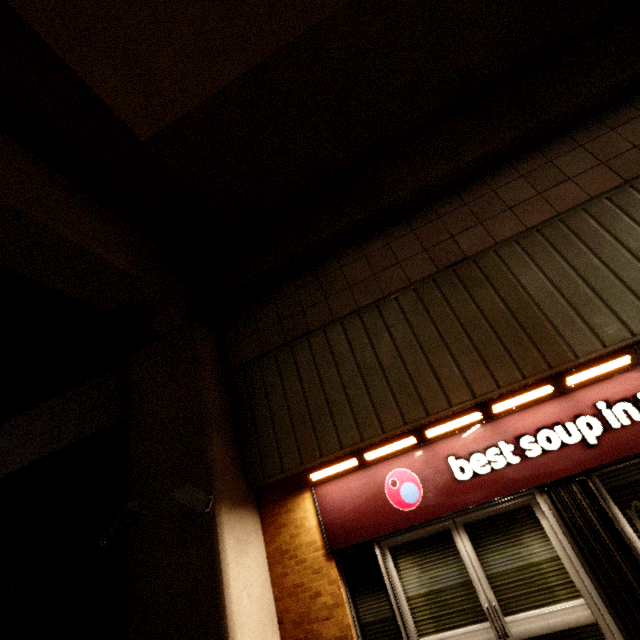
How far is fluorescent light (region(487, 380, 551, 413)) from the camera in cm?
366

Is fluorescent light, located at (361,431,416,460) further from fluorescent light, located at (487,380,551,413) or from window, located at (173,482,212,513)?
window, located at (173,482,212,513)

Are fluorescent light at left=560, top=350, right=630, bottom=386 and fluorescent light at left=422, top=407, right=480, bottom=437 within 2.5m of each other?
yes

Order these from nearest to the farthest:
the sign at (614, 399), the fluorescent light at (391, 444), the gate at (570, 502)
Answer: the gate at (570, 502) → the sign at (614, 399) → the fluorescent light at (391, 444)

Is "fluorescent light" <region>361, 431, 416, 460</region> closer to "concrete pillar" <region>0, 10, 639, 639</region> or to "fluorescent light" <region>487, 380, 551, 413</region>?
"fluorescent light" <region>487, 380, 551, 413</region>

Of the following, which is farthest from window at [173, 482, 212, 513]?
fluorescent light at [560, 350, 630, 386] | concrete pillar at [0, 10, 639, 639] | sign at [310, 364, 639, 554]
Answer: fluorescent light at [560, 350, 630, 386]

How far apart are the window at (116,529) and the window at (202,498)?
0.6 meters

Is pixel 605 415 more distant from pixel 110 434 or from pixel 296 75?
pixel 110 434
